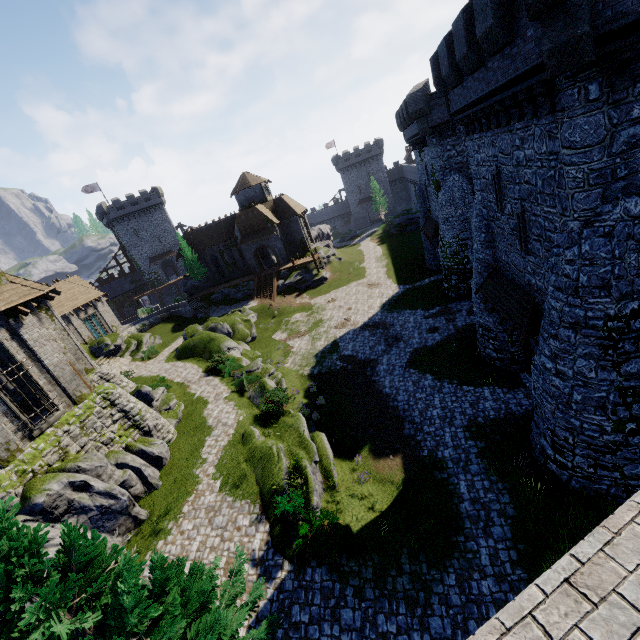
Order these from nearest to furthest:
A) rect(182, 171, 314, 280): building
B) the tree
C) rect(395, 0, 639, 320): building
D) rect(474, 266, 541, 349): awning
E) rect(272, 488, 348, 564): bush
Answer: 1. the tree
2. rect(395, 0, 639, 320): building
3. rect(272, 488, 348, 564): bush
4. rect(474, 266, 541, 349): awning
5. rect(182, 171, 314, 280): building

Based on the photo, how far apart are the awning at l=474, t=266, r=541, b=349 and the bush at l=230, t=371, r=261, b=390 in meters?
15.4

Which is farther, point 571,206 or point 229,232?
point 229,232

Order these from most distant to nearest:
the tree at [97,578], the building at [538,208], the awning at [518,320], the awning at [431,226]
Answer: the awning at [431,226] < the awning at [518,320] < the building at [538,208] < the tree at [97,578]

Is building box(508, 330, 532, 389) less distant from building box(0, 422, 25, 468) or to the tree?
the tree

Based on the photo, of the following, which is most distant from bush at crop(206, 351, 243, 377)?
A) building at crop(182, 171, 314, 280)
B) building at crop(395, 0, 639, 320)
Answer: building at crop(182, 171, 314, 280)

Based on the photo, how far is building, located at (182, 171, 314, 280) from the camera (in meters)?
46.19

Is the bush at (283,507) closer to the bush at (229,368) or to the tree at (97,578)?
the tree at (97,578)
